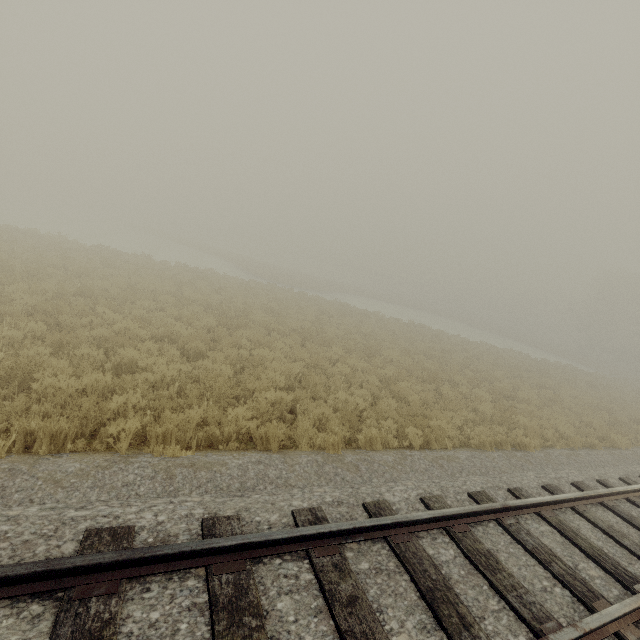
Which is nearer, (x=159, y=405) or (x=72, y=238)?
(x=159, y=405)
